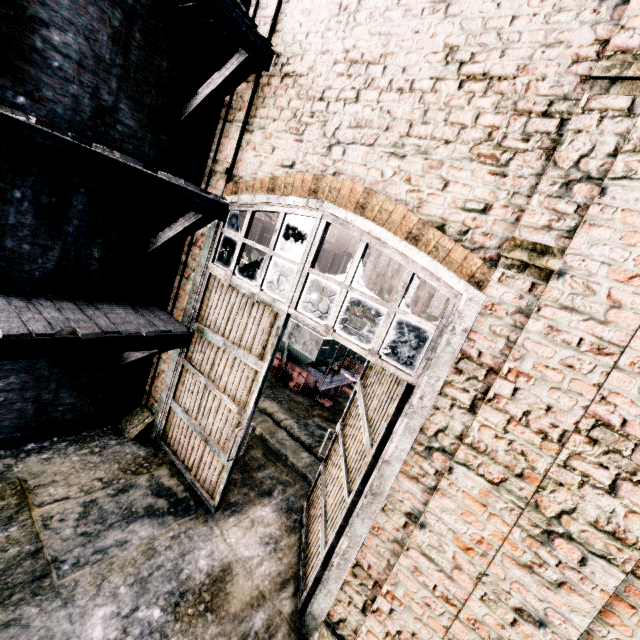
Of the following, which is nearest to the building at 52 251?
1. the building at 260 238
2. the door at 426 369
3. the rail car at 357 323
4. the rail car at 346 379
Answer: the door at 426 369

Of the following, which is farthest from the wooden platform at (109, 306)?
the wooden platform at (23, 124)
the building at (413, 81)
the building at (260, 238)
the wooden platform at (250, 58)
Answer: the building at (260, 238)

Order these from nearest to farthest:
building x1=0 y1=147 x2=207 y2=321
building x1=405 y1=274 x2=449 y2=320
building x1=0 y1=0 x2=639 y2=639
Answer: building x1=0 y1=0 x2=639 y2=639, building x1=0 y1=147 x2=207 y2=321, building x1=405 y1=274 x2=449 y2=320

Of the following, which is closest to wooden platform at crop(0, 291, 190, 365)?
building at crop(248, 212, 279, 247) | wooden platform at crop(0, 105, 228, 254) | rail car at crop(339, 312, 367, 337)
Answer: wooden platform at crop(0, 105, 228, 254)

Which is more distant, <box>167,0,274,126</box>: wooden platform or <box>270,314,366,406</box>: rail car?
<box>270,314,366,406</box>: rail car

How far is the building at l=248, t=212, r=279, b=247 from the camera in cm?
4172

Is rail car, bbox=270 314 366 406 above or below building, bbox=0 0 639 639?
below

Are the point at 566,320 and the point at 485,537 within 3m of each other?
yes
